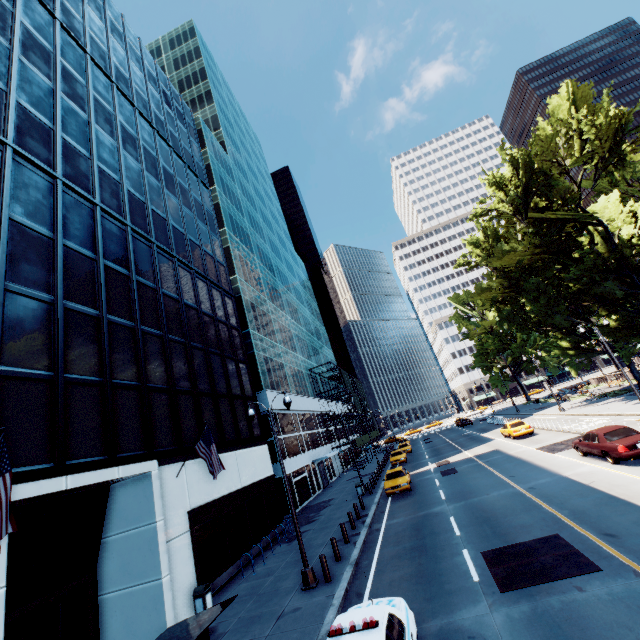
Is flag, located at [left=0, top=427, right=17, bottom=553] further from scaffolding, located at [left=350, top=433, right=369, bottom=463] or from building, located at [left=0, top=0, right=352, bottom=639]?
scaffolding, located at [left=350, top=433, right=369, bottom=463]

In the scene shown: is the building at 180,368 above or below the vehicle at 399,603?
above

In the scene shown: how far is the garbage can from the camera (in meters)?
12.63

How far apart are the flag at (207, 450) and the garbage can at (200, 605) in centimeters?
382cm

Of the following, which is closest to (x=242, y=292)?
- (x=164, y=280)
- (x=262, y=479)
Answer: (x=164, y=280)

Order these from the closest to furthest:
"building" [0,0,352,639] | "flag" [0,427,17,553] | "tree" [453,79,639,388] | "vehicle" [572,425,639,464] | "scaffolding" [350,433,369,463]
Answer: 1. "flag" [0,427,17,553]
2. "building" [0,0,352,639]
3. "vehicle" [572,425,639,464]
4. "tree" [453,79,639,388]
5. "scaffolding" [350,433,369,463]

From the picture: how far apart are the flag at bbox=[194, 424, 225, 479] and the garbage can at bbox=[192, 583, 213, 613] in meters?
3.8

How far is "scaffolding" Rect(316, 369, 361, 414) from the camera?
47.8m
